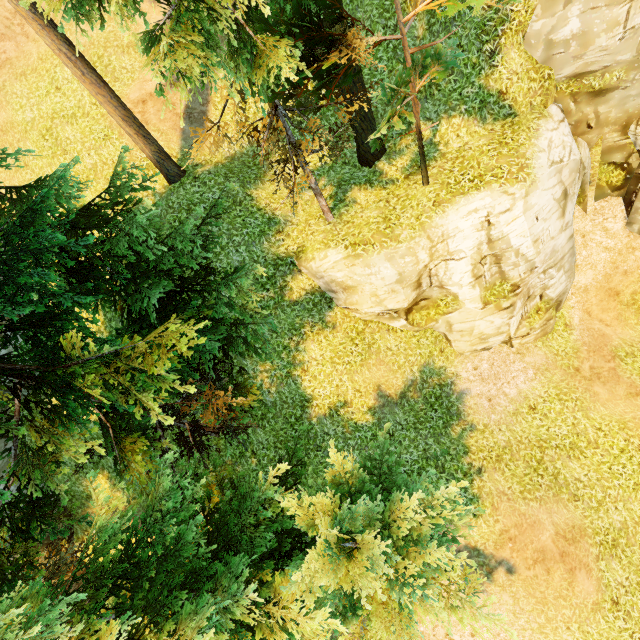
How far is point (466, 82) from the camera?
9.53m
